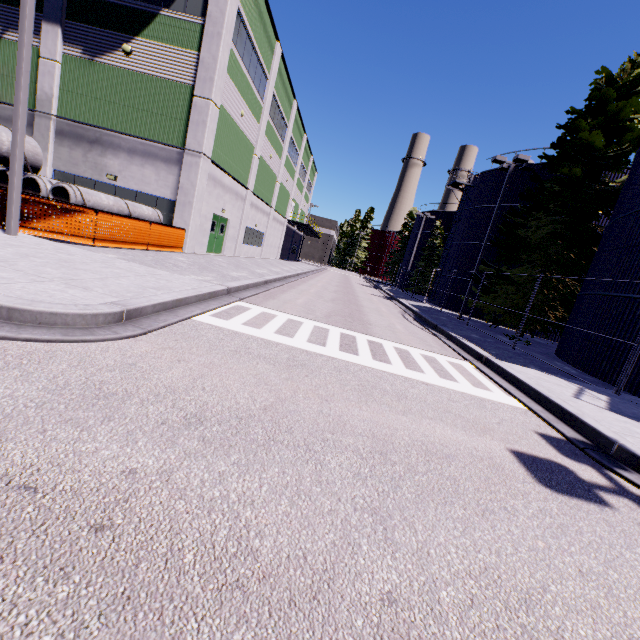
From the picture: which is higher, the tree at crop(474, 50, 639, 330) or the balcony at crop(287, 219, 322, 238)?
the balcony at crop(287, 219, 322, 238)

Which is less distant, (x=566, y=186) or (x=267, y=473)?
(x=267, y=473)

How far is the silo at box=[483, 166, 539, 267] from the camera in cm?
2417

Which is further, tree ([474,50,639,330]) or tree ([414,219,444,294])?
tree ([414,219,444,294])

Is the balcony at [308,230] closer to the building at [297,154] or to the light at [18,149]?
the building at [297,154]

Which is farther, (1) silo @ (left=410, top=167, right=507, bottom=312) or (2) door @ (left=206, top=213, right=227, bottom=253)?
(1) silo @ (left=410, top=167, right=507, bottom=312)

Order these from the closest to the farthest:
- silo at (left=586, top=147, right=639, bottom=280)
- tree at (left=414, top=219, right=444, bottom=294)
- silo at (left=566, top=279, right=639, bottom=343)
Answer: silo at (left=566, top=279, right=639, bottom=343)
silo at (left=586, top=147, right=639, bottom=280)
tree at (left=414, top=219, right=444, bottom=294)

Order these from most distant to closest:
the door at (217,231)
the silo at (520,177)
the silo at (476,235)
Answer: the silo at (476,235), the silo at (520,177), the door at (217,231)
